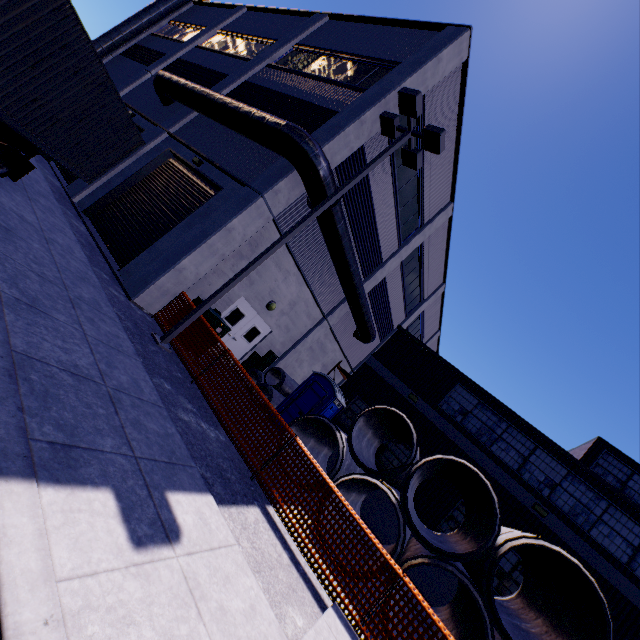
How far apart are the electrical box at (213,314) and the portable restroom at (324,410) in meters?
3.7 m

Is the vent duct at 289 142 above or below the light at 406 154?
below

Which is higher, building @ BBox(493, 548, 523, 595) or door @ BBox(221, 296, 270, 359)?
building @ BBox(493, 548, 523, 595)

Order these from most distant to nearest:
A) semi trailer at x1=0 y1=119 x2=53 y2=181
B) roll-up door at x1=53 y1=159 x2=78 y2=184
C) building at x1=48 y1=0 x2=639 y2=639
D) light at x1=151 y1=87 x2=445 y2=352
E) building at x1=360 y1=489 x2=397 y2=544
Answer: roll-up door at x1=53 y1=159 x2=78 y2=184
building at x1=360 y1=489 x2=397 y2=544
building at x1=48 y1=0 x2=639 y2=639
light at x1=151 y1=87 x2=445 y2=352
semi trailer at x1=0 y1=119 x2=53 y2=181

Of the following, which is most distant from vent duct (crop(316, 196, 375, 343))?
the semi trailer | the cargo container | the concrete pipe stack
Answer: the semi trailer

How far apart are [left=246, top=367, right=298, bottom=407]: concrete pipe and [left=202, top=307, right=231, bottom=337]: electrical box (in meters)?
3.33

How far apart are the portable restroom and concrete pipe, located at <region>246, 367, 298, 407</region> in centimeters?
38cm

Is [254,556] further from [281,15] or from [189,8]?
[189,8]
